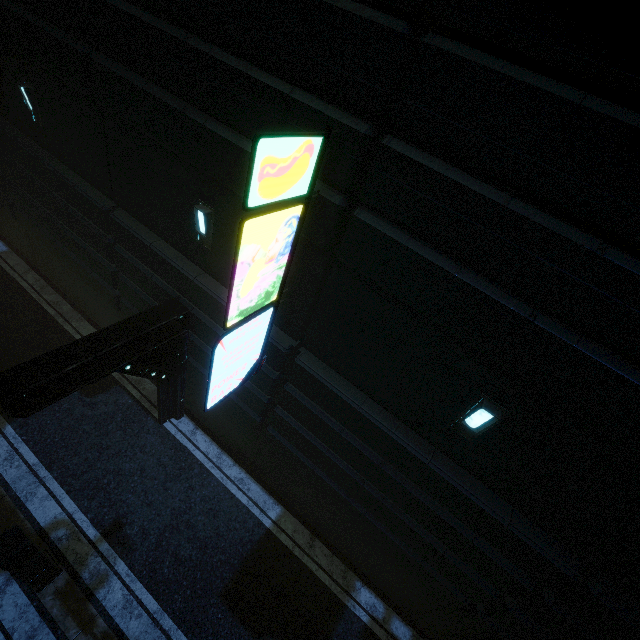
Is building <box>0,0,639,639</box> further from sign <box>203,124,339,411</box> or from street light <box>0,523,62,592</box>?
street light <box>0,523,62,592</box>

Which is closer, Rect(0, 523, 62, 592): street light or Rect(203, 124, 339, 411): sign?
Rect(203, 124, 339, 411): sign

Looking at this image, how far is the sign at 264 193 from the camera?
3.4m

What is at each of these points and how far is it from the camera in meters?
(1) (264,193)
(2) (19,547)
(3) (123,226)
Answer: (1) sign, 3.6
(2) street light, 5.7
(3) building, 7.8

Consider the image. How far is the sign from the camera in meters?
3.4 m

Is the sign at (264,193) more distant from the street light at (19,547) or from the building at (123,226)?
the street light at (19,547)
